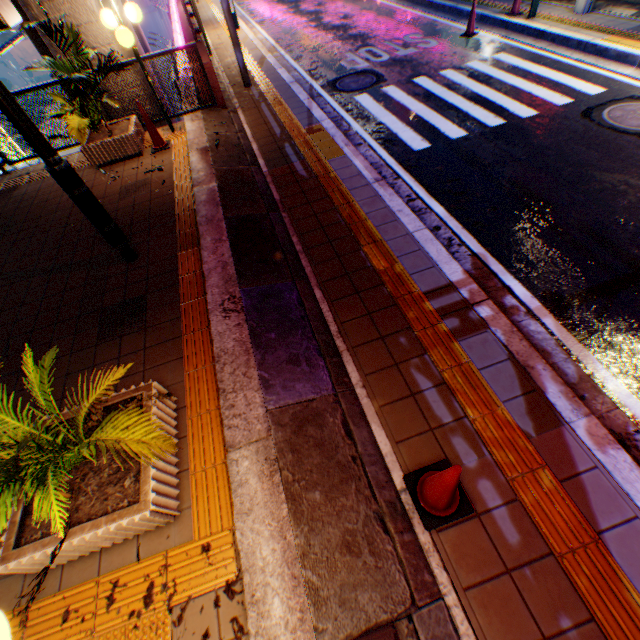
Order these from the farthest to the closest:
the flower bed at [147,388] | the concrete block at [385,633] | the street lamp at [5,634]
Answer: the flower bed at [147,388]
the concrete block at [385,633]
the street lamp at [5,634]

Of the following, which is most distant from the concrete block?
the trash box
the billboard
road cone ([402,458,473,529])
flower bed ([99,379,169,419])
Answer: the billboard

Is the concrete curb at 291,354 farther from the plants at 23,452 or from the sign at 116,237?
the sign at 116,237

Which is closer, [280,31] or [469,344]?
[469,344]

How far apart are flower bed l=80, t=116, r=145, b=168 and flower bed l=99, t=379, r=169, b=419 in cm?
580

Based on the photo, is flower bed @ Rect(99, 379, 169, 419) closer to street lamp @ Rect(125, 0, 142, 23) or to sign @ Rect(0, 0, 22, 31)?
sign @ Rect(0, 0, 22, 31)

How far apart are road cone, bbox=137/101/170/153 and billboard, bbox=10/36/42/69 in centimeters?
4508cm

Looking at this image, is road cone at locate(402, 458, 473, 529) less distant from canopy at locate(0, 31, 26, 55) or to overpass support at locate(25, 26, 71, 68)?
overpass support at locate(25, 26, 71, 68)
